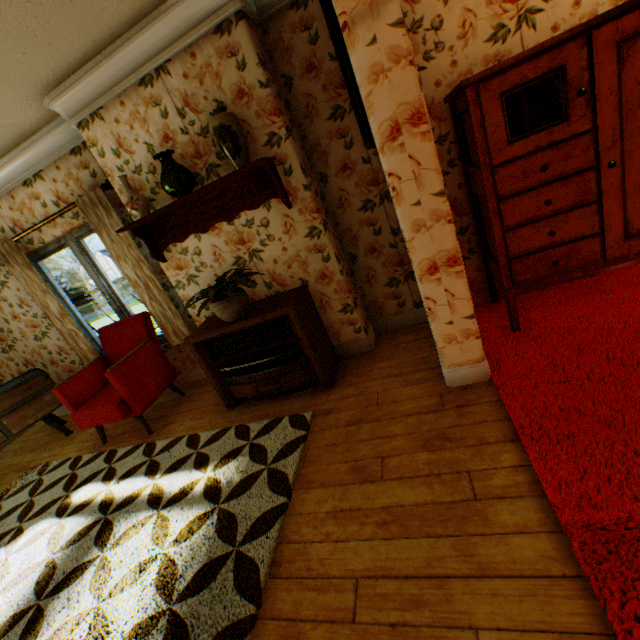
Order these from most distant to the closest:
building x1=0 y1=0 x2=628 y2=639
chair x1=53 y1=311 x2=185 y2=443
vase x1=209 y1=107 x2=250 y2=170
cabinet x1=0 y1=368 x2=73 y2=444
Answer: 1. cabinet x1=0 y1=368 x2=73 y2=444
2. chair x1=53 y1=311 x2=185 y2=443
3. vase x1=209 y1=107 x2=250 y2=170
4. building x1=0 y1=0 x2=628 y2=639

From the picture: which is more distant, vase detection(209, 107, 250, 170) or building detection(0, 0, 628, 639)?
vase detection(209, 107, 250, 170)

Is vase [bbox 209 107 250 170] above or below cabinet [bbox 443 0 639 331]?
above

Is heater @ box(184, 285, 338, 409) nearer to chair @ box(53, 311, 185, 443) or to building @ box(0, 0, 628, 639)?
building @ box(0, 0, 628, 639)

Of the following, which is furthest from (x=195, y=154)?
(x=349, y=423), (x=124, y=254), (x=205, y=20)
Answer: (x=349, y=423)

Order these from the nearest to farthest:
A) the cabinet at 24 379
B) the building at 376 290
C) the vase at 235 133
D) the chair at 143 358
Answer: the building at 376 290 < the vase at 235 133 < the chair at 143 358 < the cabinet at 24 379

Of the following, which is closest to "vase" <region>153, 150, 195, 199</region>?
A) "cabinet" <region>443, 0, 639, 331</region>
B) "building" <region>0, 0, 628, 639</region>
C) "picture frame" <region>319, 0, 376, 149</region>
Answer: "building" <region>0, 0, 628, 639</region>

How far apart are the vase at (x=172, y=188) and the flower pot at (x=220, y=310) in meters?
0.9 m
